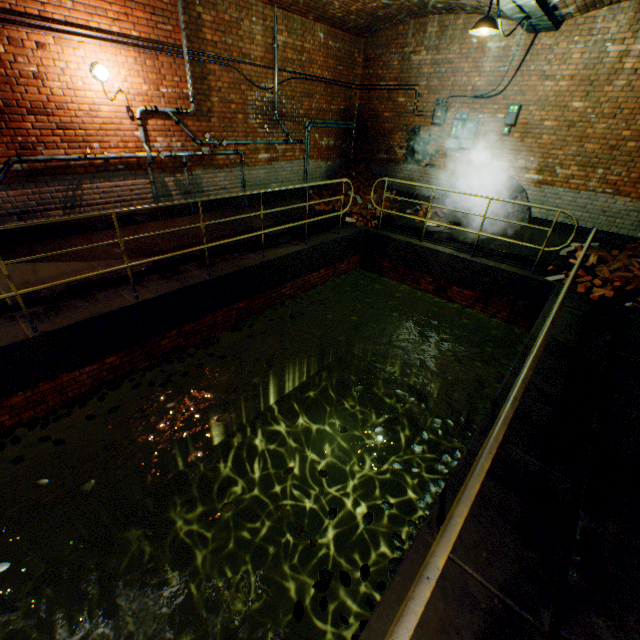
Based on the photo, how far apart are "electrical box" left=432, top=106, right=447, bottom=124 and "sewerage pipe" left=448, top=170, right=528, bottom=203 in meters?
1.5 m

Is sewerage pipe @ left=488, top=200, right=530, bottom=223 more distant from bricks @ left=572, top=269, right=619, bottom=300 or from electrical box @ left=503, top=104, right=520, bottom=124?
bricks @ left=572, top=269, right=619, bottom=300

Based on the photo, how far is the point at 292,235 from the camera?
7.93m

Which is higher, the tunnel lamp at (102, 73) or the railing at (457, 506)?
the tunnel lamp at (102, 73)

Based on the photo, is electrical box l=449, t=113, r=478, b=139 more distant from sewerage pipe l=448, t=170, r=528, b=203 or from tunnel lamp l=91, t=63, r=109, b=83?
tunnel lamp l=91, t=63, r=109, b=83

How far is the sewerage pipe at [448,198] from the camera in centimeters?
868cm

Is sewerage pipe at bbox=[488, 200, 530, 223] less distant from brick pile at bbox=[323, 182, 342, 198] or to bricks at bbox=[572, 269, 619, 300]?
brick pile at bbox=[323, 182, 342, 198]

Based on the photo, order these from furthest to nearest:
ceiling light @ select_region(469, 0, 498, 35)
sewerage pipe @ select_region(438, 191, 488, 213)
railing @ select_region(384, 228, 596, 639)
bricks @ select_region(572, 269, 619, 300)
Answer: sewerage pipe @ select_region(438, 191, 488, 213)
bricks @ select_region(572, 269, 619, 300)
ceiling light @ select_region(469, 0, 498, 35)
railing @ select_region(384, 228, 596, 639)
